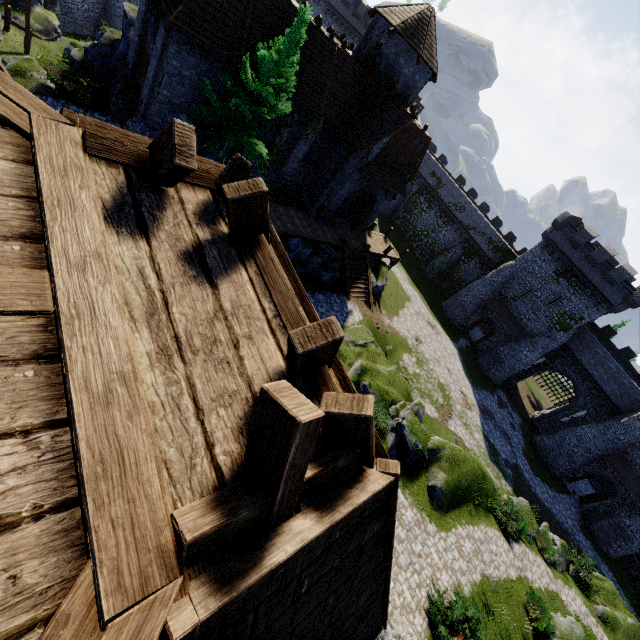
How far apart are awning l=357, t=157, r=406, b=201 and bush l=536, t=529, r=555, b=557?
26.06m

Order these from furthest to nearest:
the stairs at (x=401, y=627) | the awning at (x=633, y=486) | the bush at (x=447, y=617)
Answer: the awning at (x=633, y=486) < the bush at (x=447, y=617) < the stairs at (x=401, y=627)

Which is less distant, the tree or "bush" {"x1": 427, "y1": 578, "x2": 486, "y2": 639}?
"bush" {"x1": 427, "y1": 578, "x2": 486, "y2": 639}

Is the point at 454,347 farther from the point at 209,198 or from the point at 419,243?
the point at 209,198

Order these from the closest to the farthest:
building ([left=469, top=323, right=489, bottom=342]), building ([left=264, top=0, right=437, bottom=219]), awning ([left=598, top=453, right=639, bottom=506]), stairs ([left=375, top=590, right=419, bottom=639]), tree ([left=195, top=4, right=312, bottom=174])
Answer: stairs ([left=375, top=590, right=419, bottom=639]) → tree ([left=195, top=4, right=312, bottom=174]) → building ([left=264, top=0, right=437, bottom=219]) → awning ([left=598, top=453, right=639, bottom=506]) → building ([left=469, top=323, right=489, bottom=342])

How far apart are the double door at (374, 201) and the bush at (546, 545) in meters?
26.3

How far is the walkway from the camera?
30.02m

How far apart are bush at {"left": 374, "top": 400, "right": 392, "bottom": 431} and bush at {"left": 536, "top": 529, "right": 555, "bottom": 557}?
14.3m
